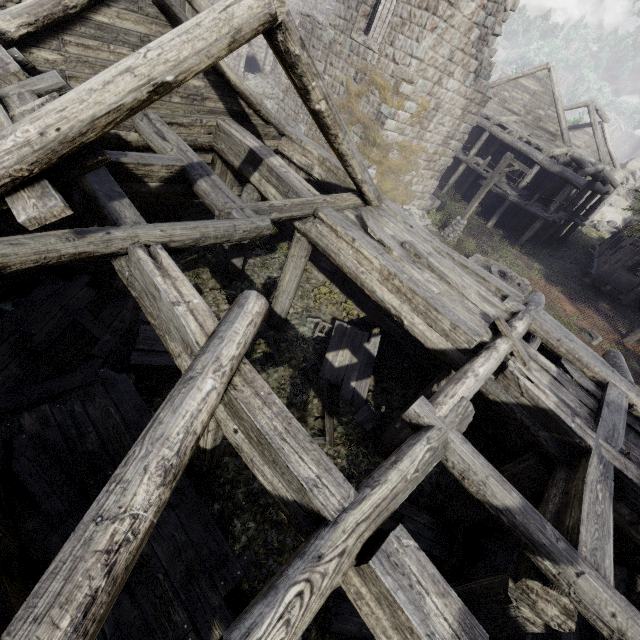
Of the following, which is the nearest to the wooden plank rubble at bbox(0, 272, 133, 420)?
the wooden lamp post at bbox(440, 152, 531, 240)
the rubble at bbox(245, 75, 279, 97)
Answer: the wooden lamp post at bbox(440, 152, 531, 240)

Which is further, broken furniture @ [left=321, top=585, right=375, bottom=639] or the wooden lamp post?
the wooden lamp post

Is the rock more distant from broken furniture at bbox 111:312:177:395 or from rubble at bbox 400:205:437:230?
broken furniture at bbox 111:312:177:395

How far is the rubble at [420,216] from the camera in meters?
18.0 m

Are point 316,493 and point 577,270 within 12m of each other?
no

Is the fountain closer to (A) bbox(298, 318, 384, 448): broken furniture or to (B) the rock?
A: (A) bbox(298, 318, 384, 448): broken furniture

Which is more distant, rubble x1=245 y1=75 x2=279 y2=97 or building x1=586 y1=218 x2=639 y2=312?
rubble x1=245 y1=75 x2=279 y2=97

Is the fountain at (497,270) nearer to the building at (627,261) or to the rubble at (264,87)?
the building at (627,261)
